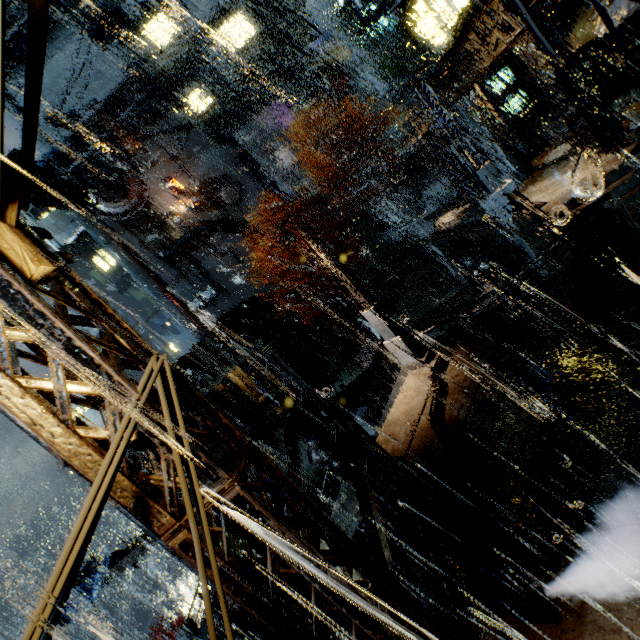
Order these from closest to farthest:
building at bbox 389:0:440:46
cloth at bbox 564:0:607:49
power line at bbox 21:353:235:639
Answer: power line at bbox 21:353:235:639 → cloth at bbox 564:0:607:49 → building at bbox 389:0:440:46

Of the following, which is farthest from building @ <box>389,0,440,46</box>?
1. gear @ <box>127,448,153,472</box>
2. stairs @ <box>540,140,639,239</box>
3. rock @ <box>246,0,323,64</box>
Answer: rock @ <box>246,0,323,64</box>

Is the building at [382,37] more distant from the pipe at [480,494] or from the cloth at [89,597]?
Result: the cloth at [89,597]

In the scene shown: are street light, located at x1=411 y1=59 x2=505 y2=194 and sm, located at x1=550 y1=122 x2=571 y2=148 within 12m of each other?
yes

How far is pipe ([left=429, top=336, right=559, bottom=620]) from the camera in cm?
452

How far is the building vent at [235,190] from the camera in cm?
4253

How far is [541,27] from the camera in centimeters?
1202cm

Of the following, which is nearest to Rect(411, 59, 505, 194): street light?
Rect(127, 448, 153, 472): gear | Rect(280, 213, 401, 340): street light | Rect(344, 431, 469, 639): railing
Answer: Rect(280, 213, 401, 340): street light
